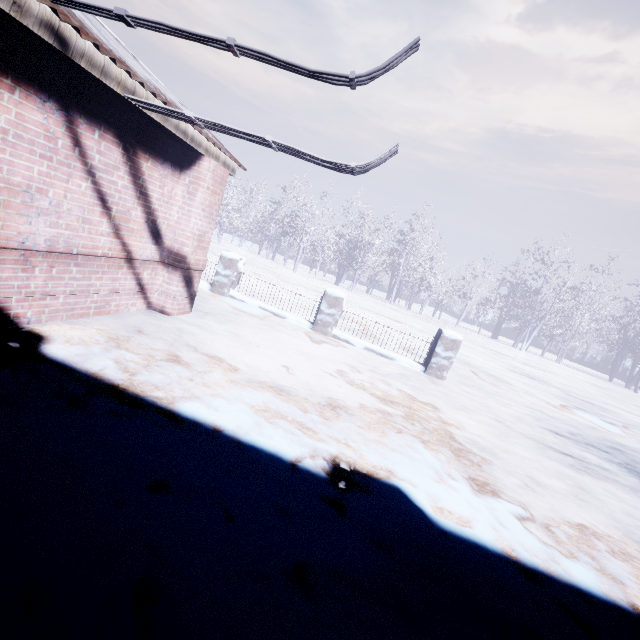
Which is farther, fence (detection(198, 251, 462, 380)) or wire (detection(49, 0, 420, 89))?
fence (detection(198, 251, 462, 380))

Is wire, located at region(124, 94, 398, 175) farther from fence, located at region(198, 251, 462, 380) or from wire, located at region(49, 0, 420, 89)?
fence, located at region(198, 251, 462, 380)

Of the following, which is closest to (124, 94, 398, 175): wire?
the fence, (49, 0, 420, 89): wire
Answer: (49, 0, 420, 89): wire

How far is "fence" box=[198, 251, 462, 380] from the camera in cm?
615

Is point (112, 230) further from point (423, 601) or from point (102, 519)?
point (423, 601)

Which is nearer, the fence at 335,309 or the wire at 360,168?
the wire at 360,168

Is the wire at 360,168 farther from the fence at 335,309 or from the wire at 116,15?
the fence at 335,309

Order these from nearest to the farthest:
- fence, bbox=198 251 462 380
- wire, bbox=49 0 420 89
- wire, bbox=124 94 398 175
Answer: wire, bbox=49 0 420 89
wire, bbox=124 94 398 175
fence, bbox=198 251 462 380
